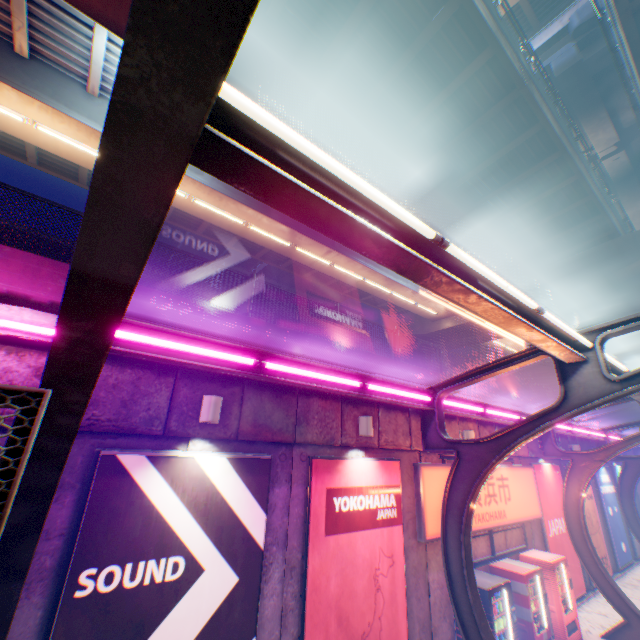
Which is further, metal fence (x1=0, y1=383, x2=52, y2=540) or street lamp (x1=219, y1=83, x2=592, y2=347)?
street lamp (x1=219, y1=83, x2=592, y2=347)

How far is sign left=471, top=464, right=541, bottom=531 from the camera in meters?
9.0

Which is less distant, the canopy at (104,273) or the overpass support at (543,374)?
the canopy at (104,273)

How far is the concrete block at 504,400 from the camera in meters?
10.9 m

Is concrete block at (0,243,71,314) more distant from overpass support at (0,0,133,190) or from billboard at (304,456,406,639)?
overpass support at (0,0,133,190)

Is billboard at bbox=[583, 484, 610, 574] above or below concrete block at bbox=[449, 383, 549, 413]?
below

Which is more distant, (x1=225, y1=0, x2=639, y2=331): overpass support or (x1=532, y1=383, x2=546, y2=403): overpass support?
(x1=532, y1=383, x2=546, y2=403): overpass support

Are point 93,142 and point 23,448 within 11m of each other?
no
